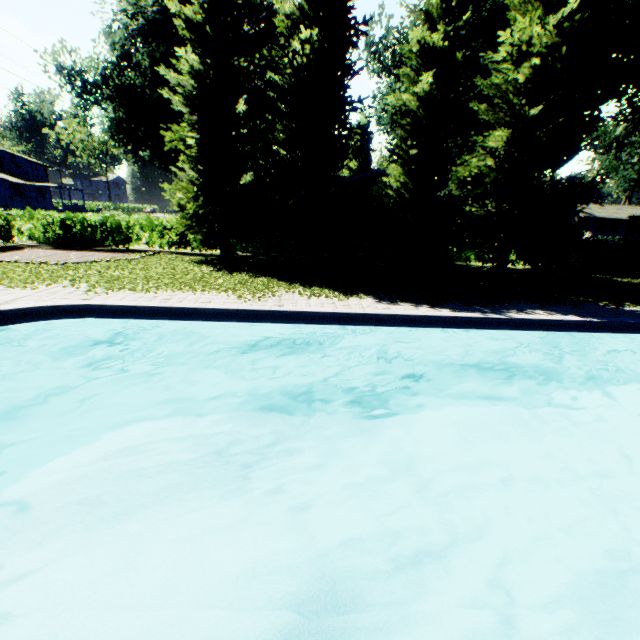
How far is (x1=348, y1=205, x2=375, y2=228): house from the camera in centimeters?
2428cm

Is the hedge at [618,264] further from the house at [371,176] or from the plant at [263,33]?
the house at [371,176]

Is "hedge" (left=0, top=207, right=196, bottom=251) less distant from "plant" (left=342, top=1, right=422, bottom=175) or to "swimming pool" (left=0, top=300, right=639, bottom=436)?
"plant" (left=342, top=1, right=422, bottom=175)

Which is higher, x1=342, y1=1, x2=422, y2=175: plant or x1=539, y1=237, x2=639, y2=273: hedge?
x1=342, y1=1, x2=422, y2=175: plant

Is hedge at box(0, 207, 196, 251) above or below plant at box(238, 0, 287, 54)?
below

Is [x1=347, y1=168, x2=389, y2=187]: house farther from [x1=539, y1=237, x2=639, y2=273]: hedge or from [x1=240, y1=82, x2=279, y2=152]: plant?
[x1=539, y1=237, x2=639, y2=273]: hedge

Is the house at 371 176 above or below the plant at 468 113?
below

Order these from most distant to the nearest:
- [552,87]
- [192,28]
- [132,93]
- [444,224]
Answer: [132,93], [444,224], [552,87], [192,28]
